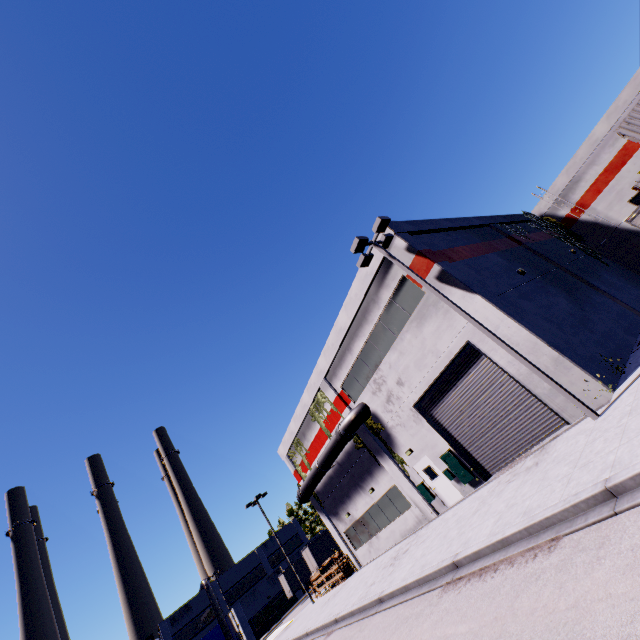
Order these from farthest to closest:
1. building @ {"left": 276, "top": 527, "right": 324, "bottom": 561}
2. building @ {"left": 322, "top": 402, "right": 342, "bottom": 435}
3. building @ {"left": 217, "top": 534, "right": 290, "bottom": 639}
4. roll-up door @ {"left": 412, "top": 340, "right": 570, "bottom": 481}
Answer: building @ {"left": 276, "top": 527, "right": 324, "bottom": 561}, building @ {"left": 217, "top": 534, "right": 290, "bottom": 639}, building @ {"left": 322, "top": 402, "right": 342, "bottom": 435}, roll-up door @ {"left": 412, "top": 340, "right": 570, "bottom": 481}

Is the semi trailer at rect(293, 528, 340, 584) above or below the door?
above

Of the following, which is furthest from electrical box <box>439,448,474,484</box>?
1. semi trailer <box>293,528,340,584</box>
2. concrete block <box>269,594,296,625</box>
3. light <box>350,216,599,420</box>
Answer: concrete block <box>269,594,296,625</box>

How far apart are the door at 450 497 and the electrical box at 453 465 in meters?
0.1

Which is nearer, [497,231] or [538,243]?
[497,231]

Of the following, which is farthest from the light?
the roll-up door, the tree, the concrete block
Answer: the concrete block

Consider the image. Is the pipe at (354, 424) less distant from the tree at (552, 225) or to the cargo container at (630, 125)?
the cargo container at (630, 125)

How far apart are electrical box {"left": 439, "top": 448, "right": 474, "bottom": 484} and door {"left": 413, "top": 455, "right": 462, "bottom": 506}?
0.1 meters
